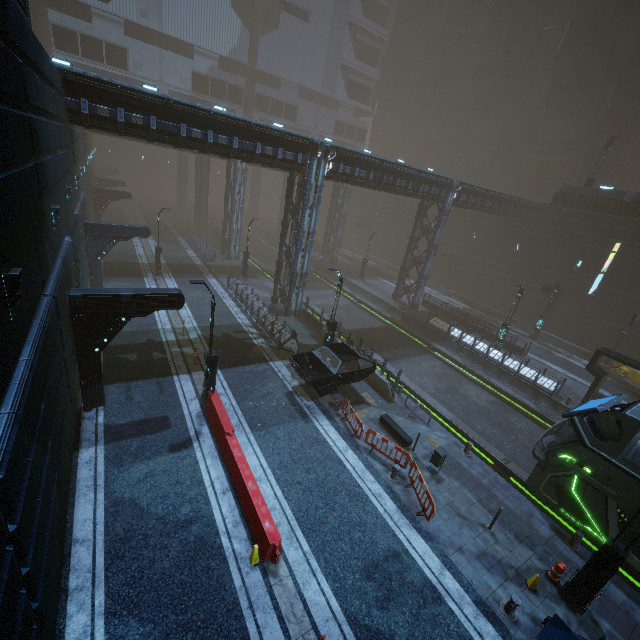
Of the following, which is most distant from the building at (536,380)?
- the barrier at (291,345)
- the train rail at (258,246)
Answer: the barrier at (291,345)

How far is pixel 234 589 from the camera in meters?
8.2

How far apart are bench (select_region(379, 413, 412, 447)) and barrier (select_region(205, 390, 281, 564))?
6.63m

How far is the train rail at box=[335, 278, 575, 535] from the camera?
16.1 meters

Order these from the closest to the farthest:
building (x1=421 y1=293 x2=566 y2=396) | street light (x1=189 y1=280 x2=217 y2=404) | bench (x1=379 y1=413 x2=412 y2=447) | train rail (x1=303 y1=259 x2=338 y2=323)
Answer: street light (x1=189 y1=280 x2=217 y2=404) → bench (x1=379 y1=413 x2=412 y2=447) → building (x1=421 y1=293 x2=566 y2=396) → train rail (x1=303 y1=259 x2=338 y2=323)

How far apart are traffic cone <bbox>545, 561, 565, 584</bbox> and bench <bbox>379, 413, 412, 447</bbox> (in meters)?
5.55

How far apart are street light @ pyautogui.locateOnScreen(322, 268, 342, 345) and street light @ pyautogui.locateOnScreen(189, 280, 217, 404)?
6.92m

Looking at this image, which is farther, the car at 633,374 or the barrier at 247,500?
the car at 633,374
